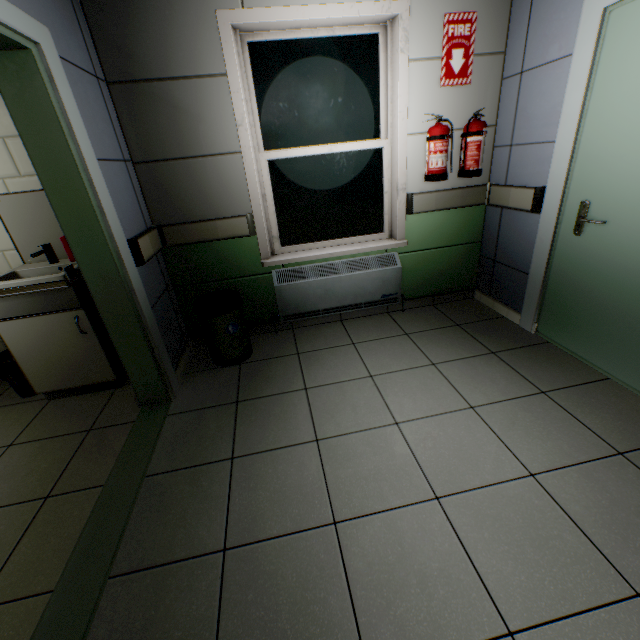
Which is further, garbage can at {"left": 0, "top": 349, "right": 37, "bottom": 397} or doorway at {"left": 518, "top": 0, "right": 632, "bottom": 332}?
garbage can at {"left": 0, "top": 349, "right": 37, "bottom": 397}

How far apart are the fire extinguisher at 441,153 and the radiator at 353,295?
0.69m

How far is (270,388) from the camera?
2.41m

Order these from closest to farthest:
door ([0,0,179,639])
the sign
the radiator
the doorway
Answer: door ([0,0,179,639]) → the doorway → the sign → the radiator

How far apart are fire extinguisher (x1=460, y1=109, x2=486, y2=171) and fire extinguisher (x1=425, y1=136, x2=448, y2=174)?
0.2m

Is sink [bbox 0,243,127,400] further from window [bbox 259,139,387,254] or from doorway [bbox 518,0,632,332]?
doorway [bbox 518,0,632,332]

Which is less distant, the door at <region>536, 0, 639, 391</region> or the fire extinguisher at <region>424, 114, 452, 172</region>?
the door at <region>536, 0, 639, 391</region>

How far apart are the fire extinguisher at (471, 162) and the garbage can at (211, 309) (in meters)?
2.14
